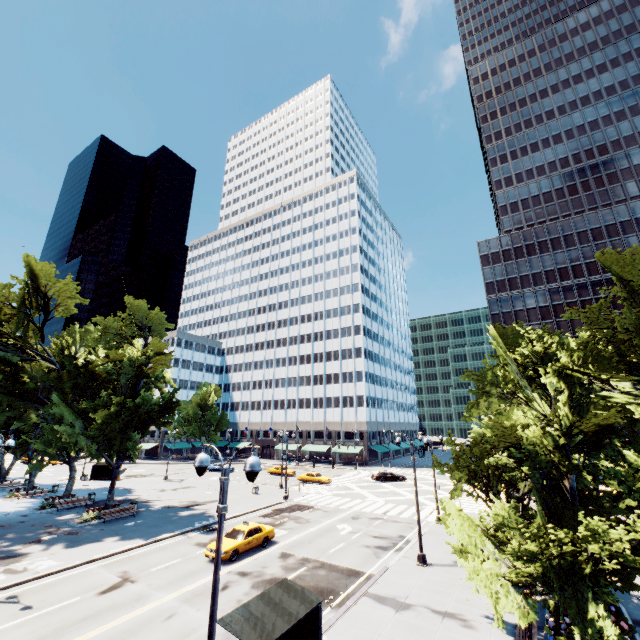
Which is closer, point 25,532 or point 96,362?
point 25,532

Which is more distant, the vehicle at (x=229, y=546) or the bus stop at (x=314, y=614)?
the vehicle at (x=229, y=546)

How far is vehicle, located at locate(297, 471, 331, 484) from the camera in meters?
46.5 m

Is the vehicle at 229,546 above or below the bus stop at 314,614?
below

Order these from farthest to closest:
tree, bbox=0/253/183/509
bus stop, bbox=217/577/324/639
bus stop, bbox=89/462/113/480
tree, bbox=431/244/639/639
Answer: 1. bus stop, bbox=89/462/113/480
2. tree, bbox=0/253/183/509
3. tree, bbox=431/244/639/639
4. bus stop, bbox=217/577/324/639

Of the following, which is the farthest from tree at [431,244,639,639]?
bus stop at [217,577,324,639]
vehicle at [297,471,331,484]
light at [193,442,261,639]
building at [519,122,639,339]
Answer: building at [519,122,639,339]

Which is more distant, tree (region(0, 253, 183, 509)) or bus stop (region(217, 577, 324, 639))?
tree (region(0, 253, 183, 509))

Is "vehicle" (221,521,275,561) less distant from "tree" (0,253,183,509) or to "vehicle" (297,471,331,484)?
"tree" (0,253,183,509)
